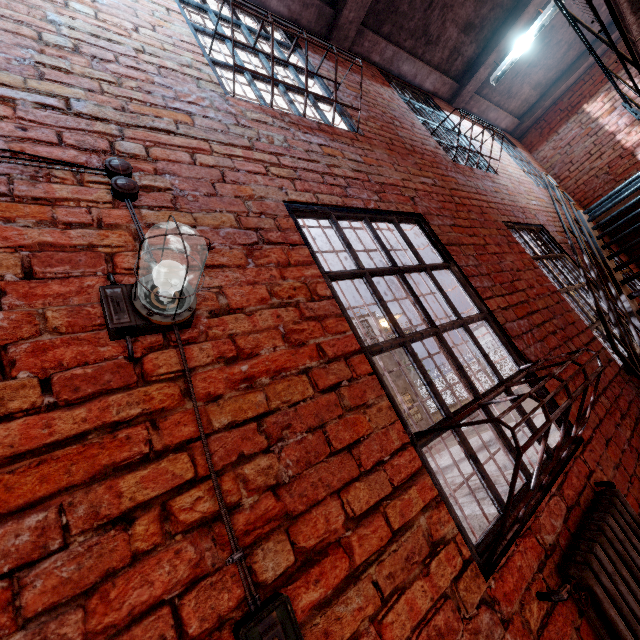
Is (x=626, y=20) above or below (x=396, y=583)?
above

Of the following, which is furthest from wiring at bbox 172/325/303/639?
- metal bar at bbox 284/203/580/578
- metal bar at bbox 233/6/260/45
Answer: metal bar at bbox 233/6/260/45

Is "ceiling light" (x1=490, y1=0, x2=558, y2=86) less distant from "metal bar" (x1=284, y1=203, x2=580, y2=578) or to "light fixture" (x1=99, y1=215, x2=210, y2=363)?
"metal bar" (x1=284, y1=203, x2=580, y2=578)

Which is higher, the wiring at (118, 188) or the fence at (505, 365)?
the wiring at (118, 188)

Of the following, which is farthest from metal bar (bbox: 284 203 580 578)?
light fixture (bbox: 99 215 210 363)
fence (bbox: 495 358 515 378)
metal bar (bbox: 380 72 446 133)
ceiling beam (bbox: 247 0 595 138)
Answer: fence (bbox: 495 358 515 378)

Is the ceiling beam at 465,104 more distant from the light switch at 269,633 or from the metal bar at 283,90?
the light switch at 269,633

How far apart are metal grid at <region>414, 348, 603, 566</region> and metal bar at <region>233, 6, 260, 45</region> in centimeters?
239cm

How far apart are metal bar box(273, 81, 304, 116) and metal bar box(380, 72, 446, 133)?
1.6m
